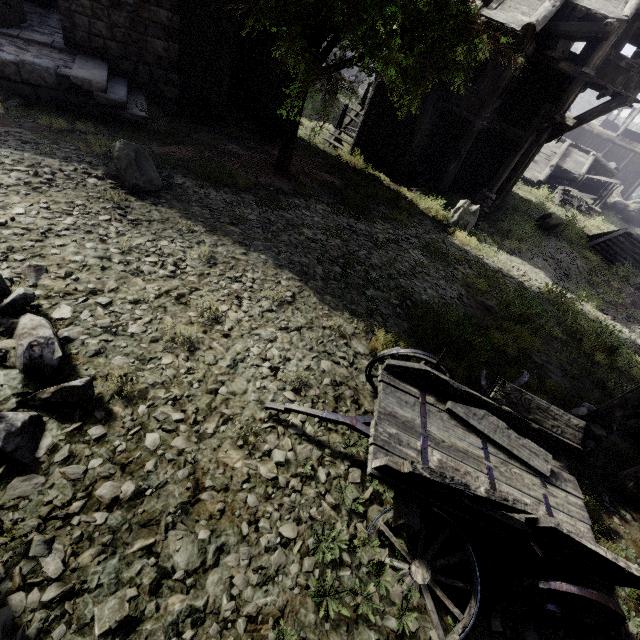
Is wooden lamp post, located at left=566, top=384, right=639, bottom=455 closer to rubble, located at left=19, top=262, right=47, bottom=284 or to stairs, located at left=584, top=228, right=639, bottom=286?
rubble, located at left=19, top=262, right=47, bottom=284

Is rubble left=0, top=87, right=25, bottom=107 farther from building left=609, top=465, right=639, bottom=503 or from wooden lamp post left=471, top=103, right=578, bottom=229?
wooden lamp post left=471, top=103, right=578, bottom=229

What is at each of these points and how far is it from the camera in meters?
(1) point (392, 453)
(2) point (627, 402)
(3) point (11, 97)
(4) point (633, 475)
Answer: (1) cart, 3.4 m
(2) wooden lamp post, 5.0 m
(3) rubble, 8.7 m
(4) building, 5.4 m

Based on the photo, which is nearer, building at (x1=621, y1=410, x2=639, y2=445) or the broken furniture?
building at (x1=621, y1=410, x2=639, y2=445)

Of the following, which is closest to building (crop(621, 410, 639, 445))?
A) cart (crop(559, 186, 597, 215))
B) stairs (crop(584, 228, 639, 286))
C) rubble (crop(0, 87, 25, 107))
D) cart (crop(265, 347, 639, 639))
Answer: rubble (crop(0, 87, 25, 107))

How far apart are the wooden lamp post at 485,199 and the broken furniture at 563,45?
2.9m

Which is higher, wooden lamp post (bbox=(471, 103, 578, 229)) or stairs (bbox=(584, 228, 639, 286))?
wooden lamp post (bbox=(471, 103, 578, 229))

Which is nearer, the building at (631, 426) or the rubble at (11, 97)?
the building at (631, 426)
